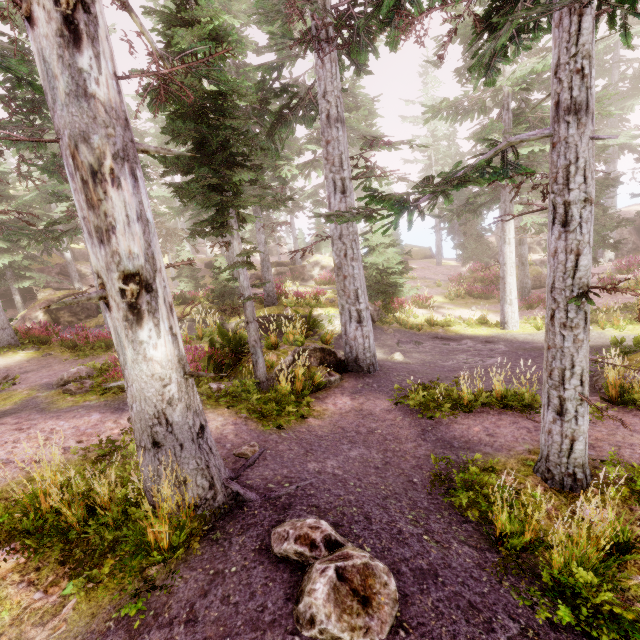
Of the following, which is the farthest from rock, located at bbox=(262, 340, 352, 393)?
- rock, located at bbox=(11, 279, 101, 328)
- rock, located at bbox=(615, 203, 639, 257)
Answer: rock, located at bbox=(615, 203, 639, 257)

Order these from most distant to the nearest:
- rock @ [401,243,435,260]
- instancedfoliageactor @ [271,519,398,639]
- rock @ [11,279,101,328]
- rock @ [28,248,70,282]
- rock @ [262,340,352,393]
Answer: rock @ [401,243,435,260], rock @ [28,248,70,282], rock @ [11,279,101,328], rock @ [262,340,352,393], instancedfoliageactor @ [271,519,398,639]

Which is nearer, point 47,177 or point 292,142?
point 47,177

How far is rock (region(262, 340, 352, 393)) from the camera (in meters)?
9.05

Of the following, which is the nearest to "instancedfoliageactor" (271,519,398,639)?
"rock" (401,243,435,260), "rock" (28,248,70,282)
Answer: "rock" (28,248,70,282)

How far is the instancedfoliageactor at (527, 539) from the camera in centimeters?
360cm

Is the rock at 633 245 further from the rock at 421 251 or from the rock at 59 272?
the rock at 59 272

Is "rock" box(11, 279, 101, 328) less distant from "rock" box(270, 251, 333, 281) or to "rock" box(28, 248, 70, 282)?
"rock" box(28, 248, 70, 282)
